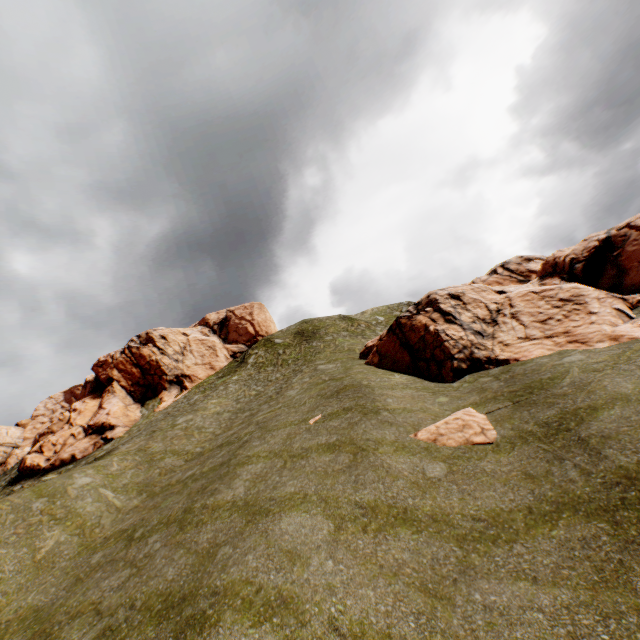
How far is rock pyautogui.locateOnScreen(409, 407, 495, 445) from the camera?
11.5 meters

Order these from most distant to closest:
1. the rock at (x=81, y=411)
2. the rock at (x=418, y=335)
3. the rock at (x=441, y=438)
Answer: the rock at (x=81, y=411)
the rock at (x=418, y=335)
the rock at (x=441, y=438)

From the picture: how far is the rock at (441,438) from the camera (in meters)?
11.53

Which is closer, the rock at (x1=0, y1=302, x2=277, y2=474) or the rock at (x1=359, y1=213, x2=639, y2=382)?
the rock at (x1=359, y1=213, x2=639, y2=382)

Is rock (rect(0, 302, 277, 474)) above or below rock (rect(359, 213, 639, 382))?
above

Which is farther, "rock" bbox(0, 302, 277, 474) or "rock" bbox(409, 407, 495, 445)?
"rock" bbox(0, 302, 277, 474)

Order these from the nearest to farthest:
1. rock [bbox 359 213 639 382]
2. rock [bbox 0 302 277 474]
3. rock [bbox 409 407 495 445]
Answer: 1. rock [bbox 409 407 495 445]
2. rock [bbox 359 213 639 382]
3. rock [bbox 0 302 277 474]

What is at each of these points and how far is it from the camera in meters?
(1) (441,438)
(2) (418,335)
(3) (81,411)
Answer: (1) rock, 12.2
(2) rock, 22.2
(3) rock, 39.6
